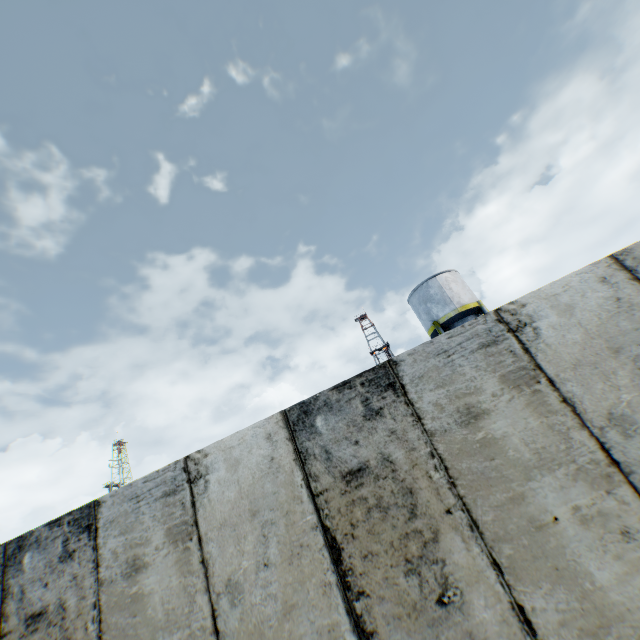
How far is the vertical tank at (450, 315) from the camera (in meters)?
21.05

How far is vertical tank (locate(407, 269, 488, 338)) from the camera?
21.0 meters

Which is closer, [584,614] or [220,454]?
[584,614]
